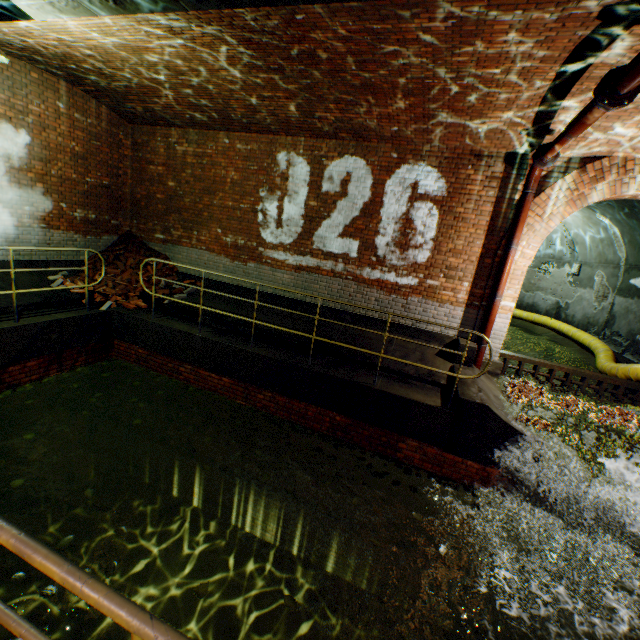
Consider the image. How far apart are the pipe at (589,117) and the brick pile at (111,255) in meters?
8.8

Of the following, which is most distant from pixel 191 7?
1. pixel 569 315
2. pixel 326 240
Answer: pixel 569 315

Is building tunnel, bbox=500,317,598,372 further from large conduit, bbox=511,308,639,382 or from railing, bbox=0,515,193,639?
railing, bbox=0,515,193,639

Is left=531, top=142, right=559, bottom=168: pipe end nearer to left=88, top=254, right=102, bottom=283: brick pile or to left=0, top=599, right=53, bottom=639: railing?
left=0, top=599, right=53, bottom=639: railing

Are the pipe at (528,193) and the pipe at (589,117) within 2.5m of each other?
yes

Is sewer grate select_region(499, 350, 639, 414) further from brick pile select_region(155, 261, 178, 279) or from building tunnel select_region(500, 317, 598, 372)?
brick pile select_region(155, 261, 178, 279)

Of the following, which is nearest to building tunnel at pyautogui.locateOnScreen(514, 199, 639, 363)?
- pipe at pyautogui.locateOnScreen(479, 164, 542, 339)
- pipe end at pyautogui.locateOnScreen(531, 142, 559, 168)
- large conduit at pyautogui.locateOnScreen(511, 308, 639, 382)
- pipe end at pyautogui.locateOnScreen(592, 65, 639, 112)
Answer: large conduit at pyautogui.locateOnScreen(511, 308, 639, 382)

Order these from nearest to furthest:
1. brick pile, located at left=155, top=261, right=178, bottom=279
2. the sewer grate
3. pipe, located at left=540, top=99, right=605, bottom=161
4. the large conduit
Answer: pipe, located at left=540, top=99, right=605, bottom=161 < the sewer grate < the large conduit < brick pile, located at left=155, top=261, right=178, bottom=279
